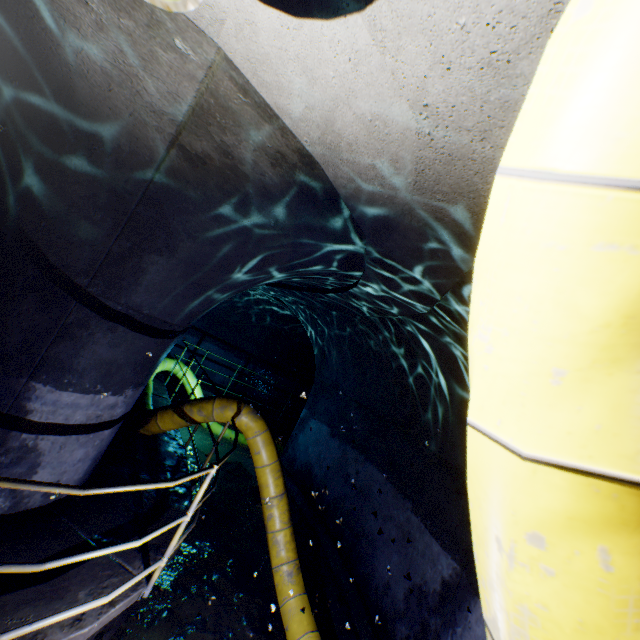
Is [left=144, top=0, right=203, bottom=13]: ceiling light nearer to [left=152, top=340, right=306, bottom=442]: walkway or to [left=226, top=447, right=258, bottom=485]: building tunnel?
[left=226, top=447, right=258, bottom=485]: building tunnel

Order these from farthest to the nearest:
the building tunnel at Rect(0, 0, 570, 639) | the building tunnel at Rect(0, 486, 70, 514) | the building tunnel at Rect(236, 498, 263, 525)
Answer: the building tunnel at Rect(236, 498, 263, 525), the building tunnel at Rect(0, 486, 70, 514), the building tunnel at Rect(0, 0, 570, 639)

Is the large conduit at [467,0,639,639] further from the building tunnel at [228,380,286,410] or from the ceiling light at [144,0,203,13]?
the ceiling light at [144,0,203,13]

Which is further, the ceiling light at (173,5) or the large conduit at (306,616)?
the large conduit at (306,616)

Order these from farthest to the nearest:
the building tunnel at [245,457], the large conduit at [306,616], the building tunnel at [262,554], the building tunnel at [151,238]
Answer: the building tunnel at [245,457], the building tunnel at [262,554], the large conduit at [306,616], the building tunnel at [151,238]

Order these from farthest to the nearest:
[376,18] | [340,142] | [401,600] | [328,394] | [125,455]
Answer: [328,394] → [125,455] → [401,600] → [340,142] → [376,18]

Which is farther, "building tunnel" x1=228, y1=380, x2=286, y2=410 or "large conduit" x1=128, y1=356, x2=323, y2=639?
"building tunnel" x1=228, y1=380, x2=286, y2=410
